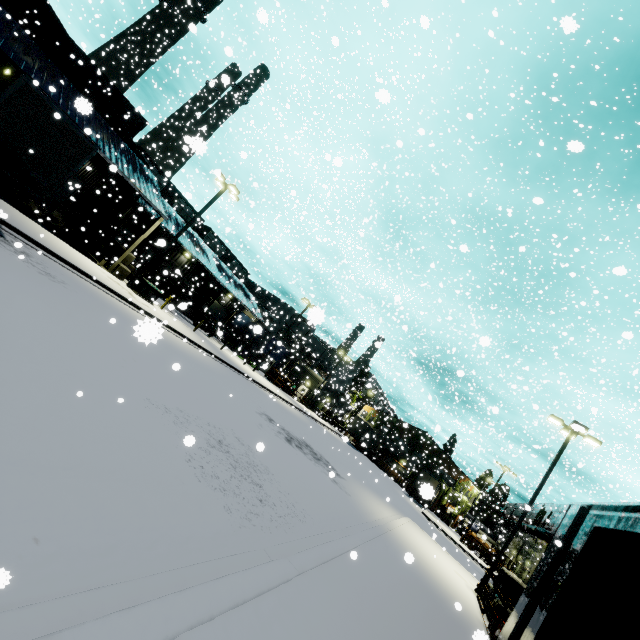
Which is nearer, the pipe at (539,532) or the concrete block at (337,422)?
the pipe at (539,532)

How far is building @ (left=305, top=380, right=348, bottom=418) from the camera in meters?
47.9

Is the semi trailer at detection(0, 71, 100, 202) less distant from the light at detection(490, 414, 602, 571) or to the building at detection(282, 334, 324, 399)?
the building at detection(282, 334, 324, 399)

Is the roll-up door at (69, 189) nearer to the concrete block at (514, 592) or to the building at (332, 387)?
the building at (332, 387)

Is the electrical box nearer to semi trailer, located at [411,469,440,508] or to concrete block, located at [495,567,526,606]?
semi trailer, located at [411,469,440,508]

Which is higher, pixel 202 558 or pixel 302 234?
pixel 302 234

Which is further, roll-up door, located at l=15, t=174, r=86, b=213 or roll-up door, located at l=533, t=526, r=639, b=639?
roll-up door, located at l=15, t=174, r=86, b=213

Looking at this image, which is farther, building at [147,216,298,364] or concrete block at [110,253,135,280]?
building at [147,216,298,364]
